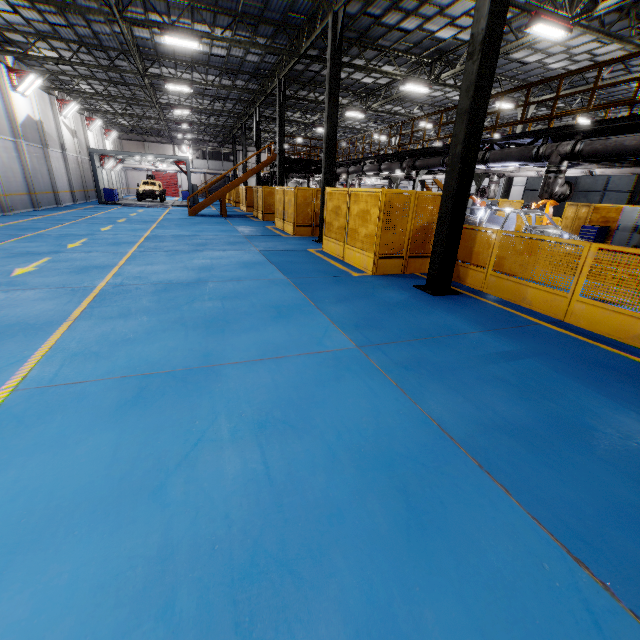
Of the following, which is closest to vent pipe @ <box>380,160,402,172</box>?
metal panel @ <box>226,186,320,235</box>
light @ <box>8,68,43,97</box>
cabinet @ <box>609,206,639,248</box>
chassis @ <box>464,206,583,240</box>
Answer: chassis @ <box>464,206,583,240</box>

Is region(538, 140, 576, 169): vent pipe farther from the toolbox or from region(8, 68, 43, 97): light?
region(8, 68, 43, 97): light

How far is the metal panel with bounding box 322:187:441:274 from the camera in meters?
8.5 m

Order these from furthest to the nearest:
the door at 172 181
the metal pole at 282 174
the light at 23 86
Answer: the door at 172 181 → the light at 23 86 → the metal pole at 282 174

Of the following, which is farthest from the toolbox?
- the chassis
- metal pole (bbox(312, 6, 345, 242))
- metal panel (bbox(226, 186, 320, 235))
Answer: metal pole (bbox(312, 6, 345, 242))

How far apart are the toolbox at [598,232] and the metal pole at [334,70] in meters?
12.9

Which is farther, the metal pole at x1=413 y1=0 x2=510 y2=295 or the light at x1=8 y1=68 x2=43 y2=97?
the light at x1=8 y1=68 x2=43 y2=97

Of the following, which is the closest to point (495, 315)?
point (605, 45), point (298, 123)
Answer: point (605, 45)
